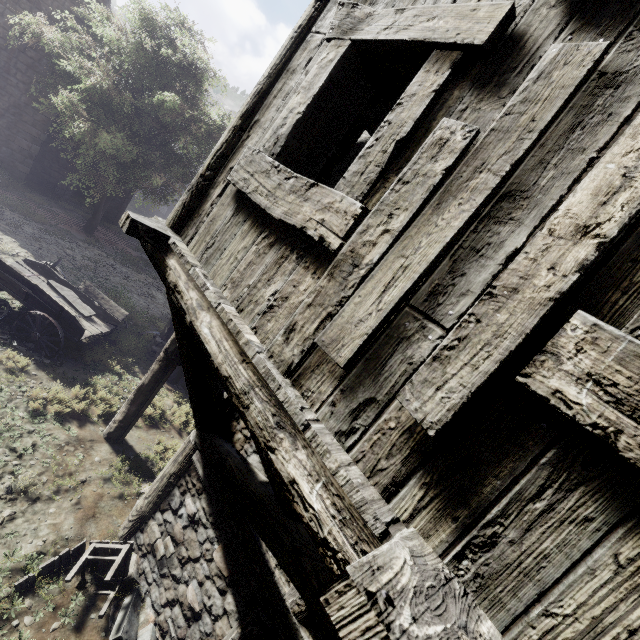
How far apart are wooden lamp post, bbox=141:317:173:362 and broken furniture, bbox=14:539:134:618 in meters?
6.3

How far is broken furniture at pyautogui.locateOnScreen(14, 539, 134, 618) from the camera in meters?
4.2

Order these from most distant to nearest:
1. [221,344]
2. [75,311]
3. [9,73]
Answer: [9,73]
[75,311]
[221,344]

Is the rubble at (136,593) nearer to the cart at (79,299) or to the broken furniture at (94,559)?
the broken furniture at (94,559)

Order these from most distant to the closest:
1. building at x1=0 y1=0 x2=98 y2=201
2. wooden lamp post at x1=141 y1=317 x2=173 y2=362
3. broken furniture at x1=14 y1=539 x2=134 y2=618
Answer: building at x1=0 y1=0 x2=98 y2=201 → wooden lamp post at x1=141 y1=317 x2=173 y2=362 → broken furniture at x1=14 y1=539 x2=134 y2=618

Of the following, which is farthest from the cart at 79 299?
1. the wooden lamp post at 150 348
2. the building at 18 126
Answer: the building at 18 126

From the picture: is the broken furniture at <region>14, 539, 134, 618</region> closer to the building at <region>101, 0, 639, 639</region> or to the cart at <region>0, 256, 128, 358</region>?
the building at <region>101, 0, 639, 639</region>

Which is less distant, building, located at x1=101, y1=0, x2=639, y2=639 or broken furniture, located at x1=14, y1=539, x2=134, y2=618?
building, located at x1=101, y1=0, x2=639, y2=639
